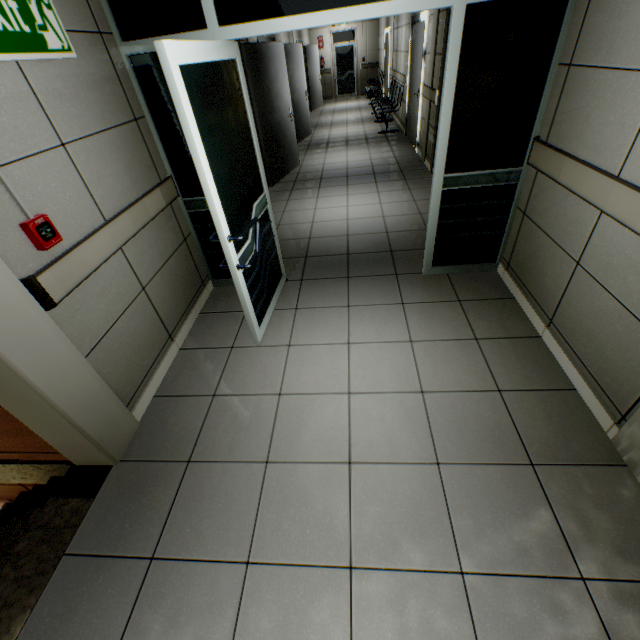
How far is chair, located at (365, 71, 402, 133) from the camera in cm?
834

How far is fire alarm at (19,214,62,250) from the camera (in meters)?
1.54

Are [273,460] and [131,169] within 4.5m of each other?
yes

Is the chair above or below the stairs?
above

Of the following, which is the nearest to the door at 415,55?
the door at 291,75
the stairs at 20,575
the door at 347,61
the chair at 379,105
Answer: the chair at 379,105

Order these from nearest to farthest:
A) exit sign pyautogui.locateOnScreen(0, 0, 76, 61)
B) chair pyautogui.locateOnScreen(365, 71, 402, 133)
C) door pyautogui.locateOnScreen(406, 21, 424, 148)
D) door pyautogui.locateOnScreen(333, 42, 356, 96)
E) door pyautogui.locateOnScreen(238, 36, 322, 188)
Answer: exit sign pyautogui.locateOnScreen(0, 0, 76, 61) < door pyautogui.locateOnScreen(238, 36, 322, 188) < door pyautogui.locateOnScreen(406, 21, 424, 148) < chair pyautogui.locateOnScreen(365, 71, 402, 133) < door pyautogui.locateOnScreen(333, 42, 356, 96)

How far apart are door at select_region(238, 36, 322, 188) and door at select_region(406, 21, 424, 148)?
2.48m

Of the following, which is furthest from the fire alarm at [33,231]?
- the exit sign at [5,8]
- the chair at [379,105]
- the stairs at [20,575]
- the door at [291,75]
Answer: the chair at [379,105]
